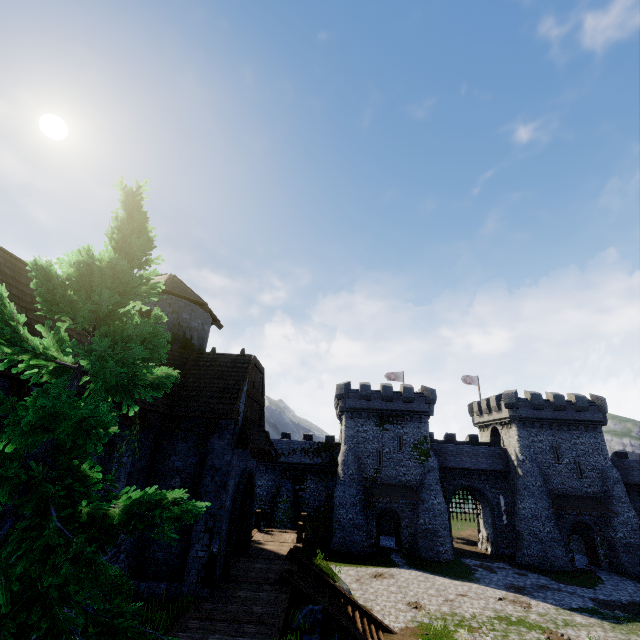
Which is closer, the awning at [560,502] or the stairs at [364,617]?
the stairs at [364,617]

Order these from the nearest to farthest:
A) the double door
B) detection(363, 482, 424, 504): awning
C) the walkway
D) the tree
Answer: the tree → the double door → the walkway → detection(363, 482, 424, 504): awning

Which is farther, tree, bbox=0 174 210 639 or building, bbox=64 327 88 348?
building, bbox=64 327 88 348

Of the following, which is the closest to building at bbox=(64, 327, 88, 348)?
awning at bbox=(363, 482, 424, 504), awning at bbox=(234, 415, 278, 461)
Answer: awning at bbox=(234, 415, 278, 461)

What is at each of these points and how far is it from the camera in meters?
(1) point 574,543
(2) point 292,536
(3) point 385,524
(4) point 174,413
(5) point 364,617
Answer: (1) building, 37.9 m
(2) walkway, 19.8 m
(3) building, 40.5 m
(4) building, 12.9 m
(5) stairs, 13.9 m

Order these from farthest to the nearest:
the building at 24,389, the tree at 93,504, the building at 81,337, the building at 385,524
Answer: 1. the building at 385,524
2. the building at 81,337
3. the building at 24,389
4. the tree at 93,504

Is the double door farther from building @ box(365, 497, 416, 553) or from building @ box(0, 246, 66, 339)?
building @ box(365, 497, 416, 553)

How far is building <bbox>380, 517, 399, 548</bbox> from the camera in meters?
36.3 m
